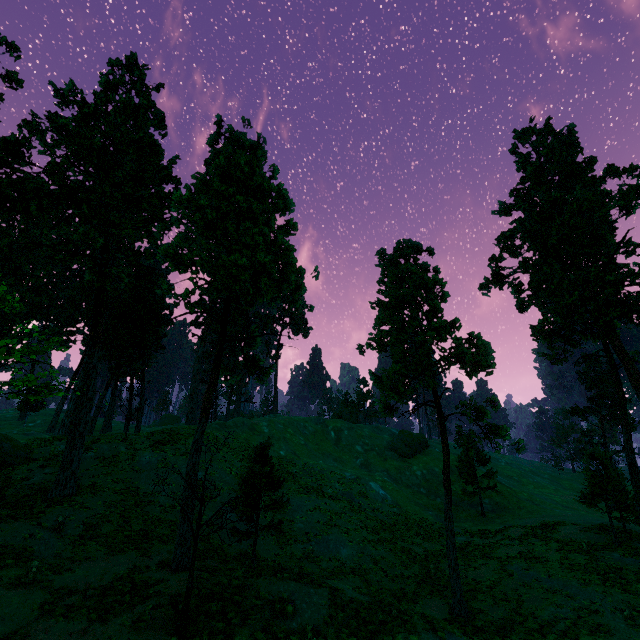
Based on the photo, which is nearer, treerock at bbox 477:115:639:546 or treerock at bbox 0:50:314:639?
treerock at bbox 0:50:314:639

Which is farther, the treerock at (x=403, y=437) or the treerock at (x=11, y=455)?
the treerock at (x=403, y=437)

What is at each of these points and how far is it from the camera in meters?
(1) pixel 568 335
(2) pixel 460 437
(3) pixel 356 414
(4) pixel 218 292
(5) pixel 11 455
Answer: (1) treerock, 29.8
(2) treerock, 21.4
(3) treerock, 57.2
(4) treerock, 46.9
(5) treerock, 23.9

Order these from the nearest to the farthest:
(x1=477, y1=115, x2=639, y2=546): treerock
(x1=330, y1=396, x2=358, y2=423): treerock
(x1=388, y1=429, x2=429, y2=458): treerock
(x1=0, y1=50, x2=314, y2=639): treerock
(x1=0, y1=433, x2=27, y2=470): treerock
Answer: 1. (x1=0, y1=50, x2=314, y2=639): treerock
2. (x1=0, y1=433, x2=27, y2=470): treerock
3. (x1=477, y1=115, x2=639, y2=546): treerock
4. (x1=388, y1=429, x2=429, y2=458): treerock
5. (x1=330, y1=396, x2=358, y2=423): treerock

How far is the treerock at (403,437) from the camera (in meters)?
46.91

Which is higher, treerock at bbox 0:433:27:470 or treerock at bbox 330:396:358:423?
treerock at bbox 330:396:358:423
